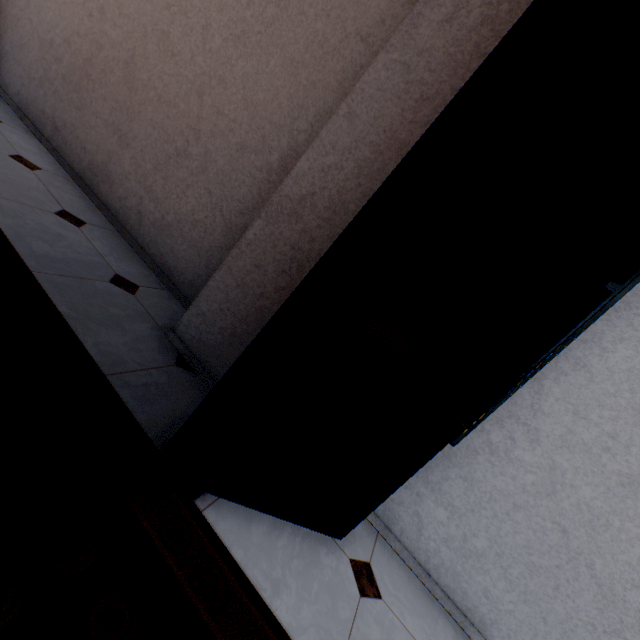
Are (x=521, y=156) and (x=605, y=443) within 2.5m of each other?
yes
